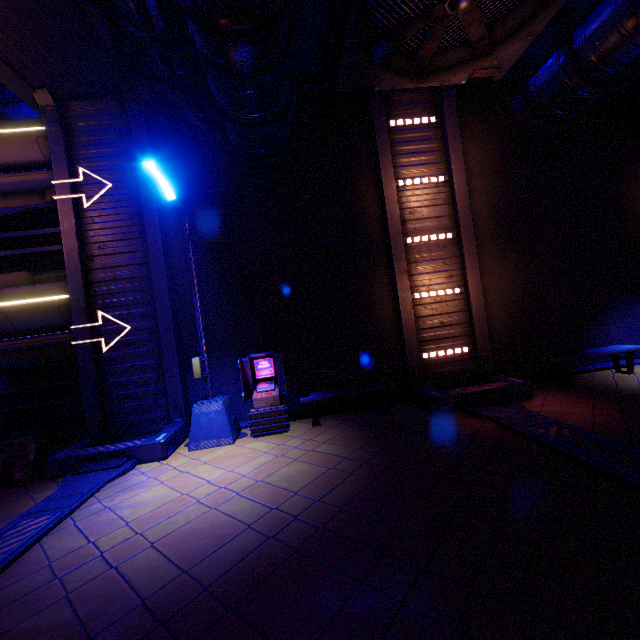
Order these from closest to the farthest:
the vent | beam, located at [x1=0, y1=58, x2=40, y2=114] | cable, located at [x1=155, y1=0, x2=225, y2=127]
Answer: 1. cable, located at [x1=155, y1=0, x2=225, y2=127]
2. the vent
3. beam, located at [x1=0, y1=58, x2=40, y2=114]

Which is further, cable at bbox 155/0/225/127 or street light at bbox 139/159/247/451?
street light at bbox 139/159/247/451

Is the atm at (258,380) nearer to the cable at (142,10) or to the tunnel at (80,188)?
the tunnel at (80,188)

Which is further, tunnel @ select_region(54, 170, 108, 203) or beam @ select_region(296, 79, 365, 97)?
beam @ select_region(296, 79, 365, 97)

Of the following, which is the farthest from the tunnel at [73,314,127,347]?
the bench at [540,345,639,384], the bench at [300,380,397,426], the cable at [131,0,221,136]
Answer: the bench at [540,345,639,384]

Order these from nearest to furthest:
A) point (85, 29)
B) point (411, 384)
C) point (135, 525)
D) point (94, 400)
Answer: point (135, 525) < point (85, 29) < point (94, 400) < point (411, 384)

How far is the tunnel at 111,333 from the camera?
8.4 meters

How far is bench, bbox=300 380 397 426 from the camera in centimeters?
795cm
